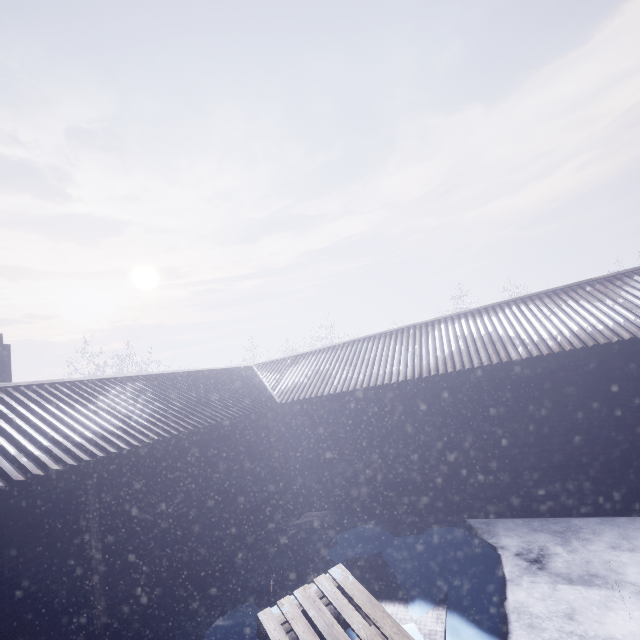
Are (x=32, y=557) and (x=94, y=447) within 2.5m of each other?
yes
